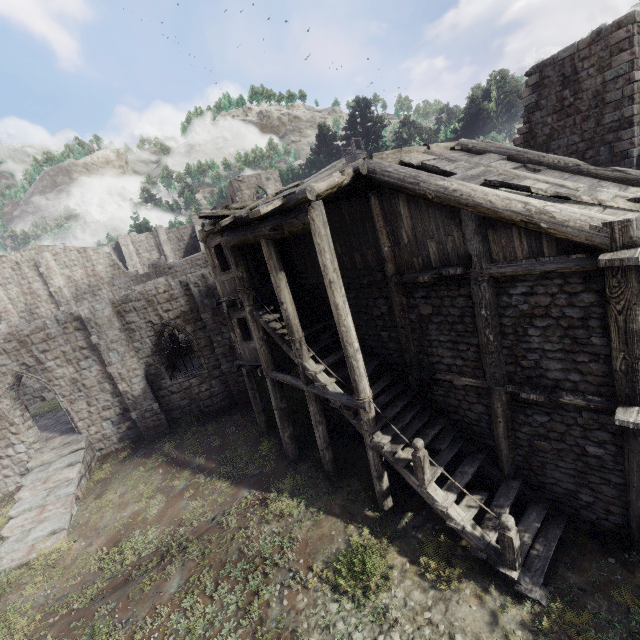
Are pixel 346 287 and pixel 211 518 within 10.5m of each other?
yes
